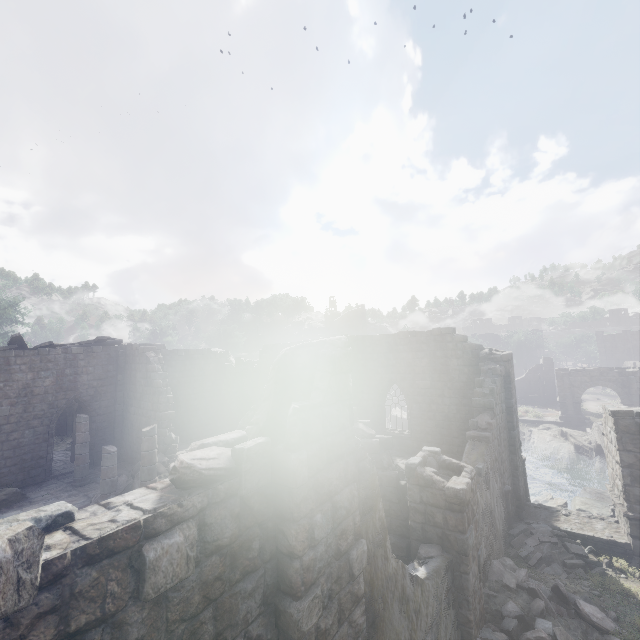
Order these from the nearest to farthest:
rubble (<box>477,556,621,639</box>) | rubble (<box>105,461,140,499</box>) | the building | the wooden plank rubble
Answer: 1. the building
2. rubble (<box>477,556,621,639</box>)
3. rubble (<box>105,461,140,499</box>)
4. the wooden plank rubble

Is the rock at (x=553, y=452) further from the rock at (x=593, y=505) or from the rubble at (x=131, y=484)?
the rubble at (x=131, y=484)

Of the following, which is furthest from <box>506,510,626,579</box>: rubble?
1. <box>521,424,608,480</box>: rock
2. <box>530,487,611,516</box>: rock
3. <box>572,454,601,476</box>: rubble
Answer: <box>521,424,608,480</box>: rock

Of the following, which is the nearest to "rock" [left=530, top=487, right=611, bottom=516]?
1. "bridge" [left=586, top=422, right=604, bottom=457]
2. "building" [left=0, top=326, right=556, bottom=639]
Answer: "bridge" [left=586, top=422, right=604, bottom=457]

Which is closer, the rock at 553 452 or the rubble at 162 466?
the rubble at 162 466

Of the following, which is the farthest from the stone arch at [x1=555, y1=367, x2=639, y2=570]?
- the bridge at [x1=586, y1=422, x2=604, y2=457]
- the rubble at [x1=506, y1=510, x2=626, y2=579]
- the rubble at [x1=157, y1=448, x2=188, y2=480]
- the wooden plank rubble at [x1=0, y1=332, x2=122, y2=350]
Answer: the wooden plank rubble at [x1=0, y1=332, x2=122, y2=350]

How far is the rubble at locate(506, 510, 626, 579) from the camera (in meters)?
10.99

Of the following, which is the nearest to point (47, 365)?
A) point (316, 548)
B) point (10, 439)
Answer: point (10, 439)
